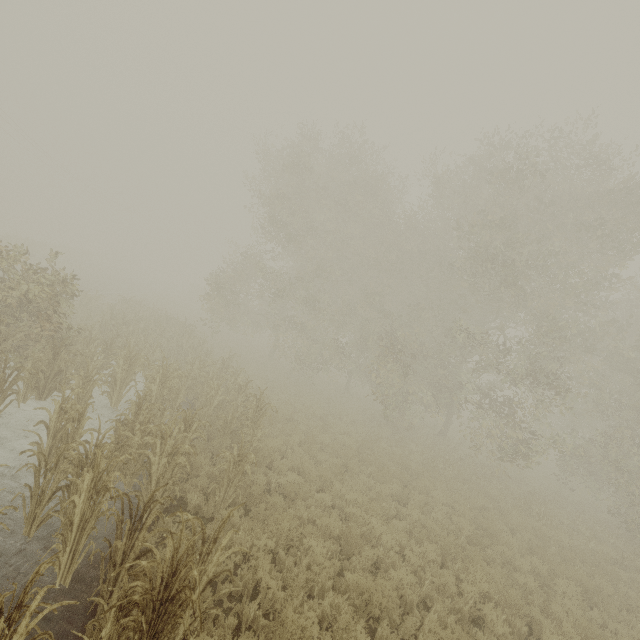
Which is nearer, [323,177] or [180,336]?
[180,336]

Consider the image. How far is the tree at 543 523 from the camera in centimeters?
1166cm

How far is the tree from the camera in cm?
1166
